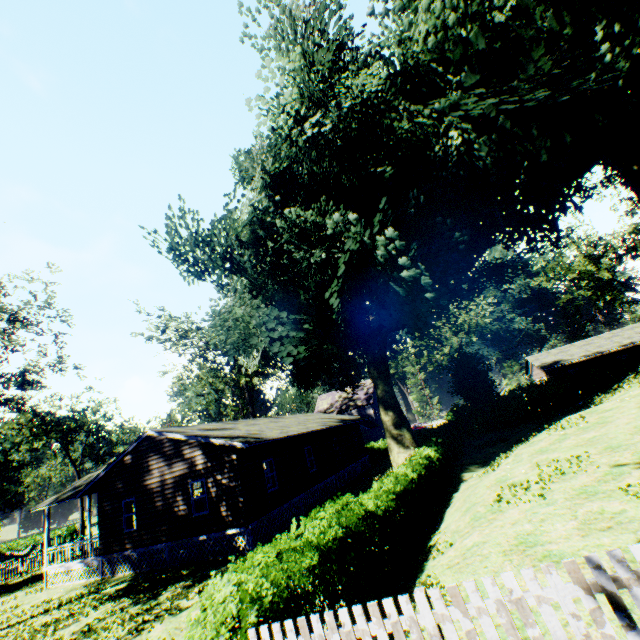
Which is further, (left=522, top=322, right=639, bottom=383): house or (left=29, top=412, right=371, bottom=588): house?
(left=522, top=322, right=639, bottom=383): house

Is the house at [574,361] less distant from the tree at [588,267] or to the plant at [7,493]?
the tree at [588,267]

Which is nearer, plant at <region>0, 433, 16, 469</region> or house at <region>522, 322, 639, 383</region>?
house at <region>522, 322, 639, 383</region>

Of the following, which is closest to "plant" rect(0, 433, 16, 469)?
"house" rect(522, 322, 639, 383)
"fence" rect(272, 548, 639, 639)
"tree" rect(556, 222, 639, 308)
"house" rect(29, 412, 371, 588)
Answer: "fence" rect(272, 548, 639, 639)

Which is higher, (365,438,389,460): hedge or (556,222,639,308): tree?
(556,222,639,308): tree

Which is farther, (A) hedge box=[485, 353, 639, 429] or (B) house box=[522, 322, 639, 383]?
(B) house box=[522, 322, 639, 383]

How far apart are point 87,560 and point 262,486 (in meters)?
11.25

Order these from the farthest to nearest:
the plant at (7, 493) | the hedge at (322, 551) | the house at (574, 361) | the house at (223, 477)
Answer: the plant at (7, 493), the house at (574, 361), the house at (223, 477), the hedge at (322, 551)
